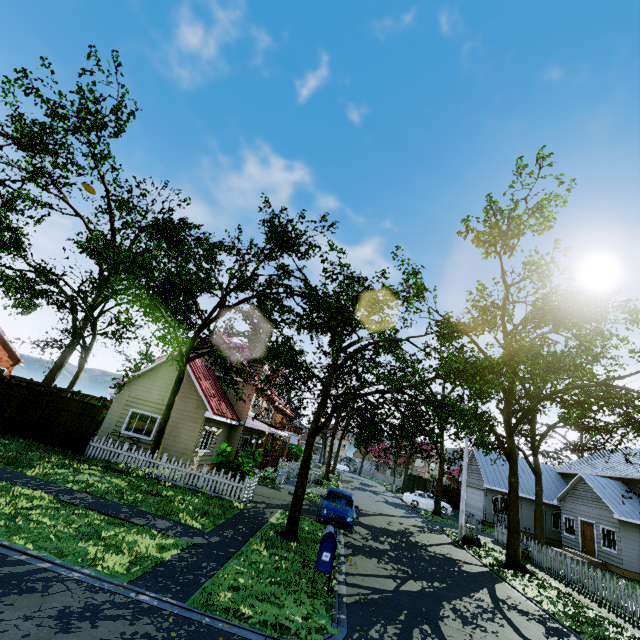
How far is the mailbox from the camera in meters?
7.9

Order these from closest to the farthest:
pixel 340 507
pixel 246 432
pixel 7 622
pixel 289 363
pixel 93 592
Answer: pixel 7 622
pixel 93 592
pixel 289 363
pixel 340 507
pixel 246 432

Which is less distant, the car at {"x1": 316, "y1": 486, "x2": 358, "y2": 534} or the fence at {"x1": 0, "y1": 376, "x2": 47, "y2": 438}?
the car at {"x1": 316, "y1": 486, "x2": 358, "y2": 534}

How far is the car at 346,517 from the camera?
13.91m

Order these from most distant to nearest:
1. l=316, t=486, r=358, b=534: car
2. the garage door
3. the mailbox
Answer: the garage door
l=316, t=486, r=358, b=534: car
the mailbox

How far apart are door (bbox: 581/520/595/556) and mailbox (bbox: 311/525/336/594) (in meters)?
25.35

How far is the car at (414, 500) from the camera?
31.31m

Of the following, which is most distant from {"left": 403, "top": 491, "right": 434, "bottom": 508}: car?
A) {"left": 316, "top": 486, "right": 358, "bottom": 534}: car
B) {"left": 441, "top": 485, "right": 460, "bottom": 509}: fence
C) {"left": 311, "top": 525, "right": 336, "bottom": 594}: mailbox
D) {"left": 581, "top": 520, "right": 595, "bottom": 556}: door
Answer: {"left": 311, "top": 525, "right": 336, "bottom": 594}: mailbox
